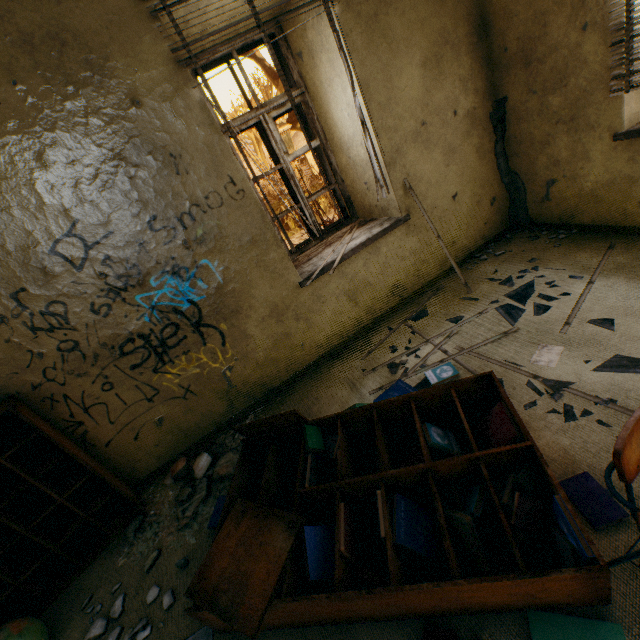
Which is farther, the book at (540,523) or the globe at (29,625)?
the globe at (29,625)

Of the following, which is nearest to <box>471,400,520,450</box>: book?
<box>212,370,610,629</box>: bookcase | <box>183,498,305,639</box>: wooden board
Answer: <box>212,370,610,629</box>: bookcase

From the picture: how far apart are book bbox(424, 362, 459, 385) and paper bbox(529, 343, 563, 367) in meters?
0.5 m

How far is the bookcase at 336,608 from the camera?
1.2m

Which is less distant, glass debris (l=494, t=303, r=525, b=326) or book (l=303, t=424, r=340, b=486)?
book (l=303, t=424, r=340, b=486)

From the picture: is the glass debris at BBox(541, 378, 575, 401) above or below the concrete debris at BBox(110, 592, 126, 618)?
below

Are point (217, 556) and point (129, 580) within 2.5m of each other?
yes

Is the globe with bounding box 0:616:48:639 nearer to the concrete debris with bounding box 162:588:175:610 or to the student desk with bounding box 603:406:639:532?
the concrete debris with bounding box 162:588:175:610
